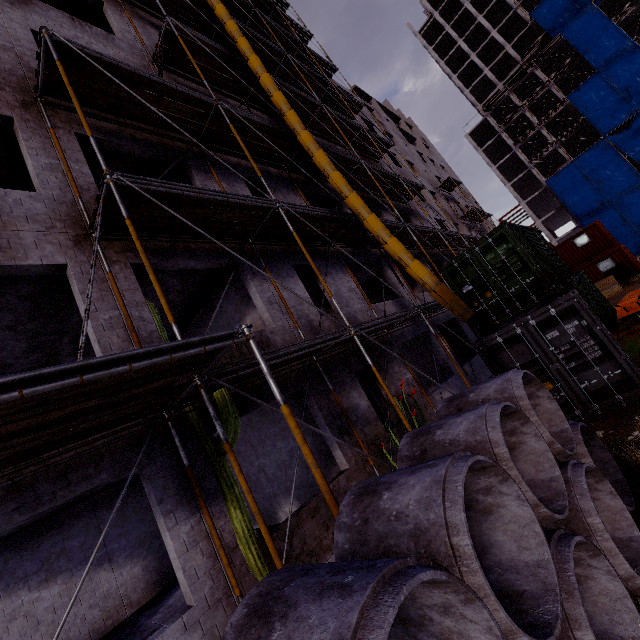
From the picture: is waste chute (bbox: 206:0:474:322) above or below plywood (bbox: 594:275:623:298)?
above

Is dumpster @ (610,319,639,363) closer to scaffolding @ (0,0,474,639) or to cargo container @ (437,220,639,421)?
cargo container @ (437,220,639,421)

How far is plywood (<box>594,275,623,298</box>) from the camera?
20.2 meters

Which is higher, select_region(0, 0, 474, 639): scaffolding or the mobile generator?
select_region(0, 0, 474, 639): scaffolding

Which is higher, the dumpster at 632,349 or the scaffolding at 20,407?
the scaffolding at 20,407

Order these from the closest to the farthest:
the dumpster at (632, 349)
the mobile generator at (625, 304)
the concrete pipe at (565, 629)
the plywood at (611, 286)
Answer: the concrete pipe at (565, 629), the dumpster at (632, 349), the mobile generator at (625, 304), the plywood at (611, 286)

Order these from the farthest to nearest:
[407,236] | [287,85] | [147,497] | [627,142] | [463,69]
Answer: [463,69]
[627,142]
[407,236]
[287,85]
[147,497]

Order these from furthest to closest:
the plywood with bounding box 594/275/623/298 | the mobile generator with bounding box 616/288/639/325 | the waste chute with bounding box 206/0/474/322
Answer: the plywood with bounding box 594/275/623/298 → the mobile generator with bounding box 616/288/639/325 → the waste chute with bounding box 206/0/474/322
